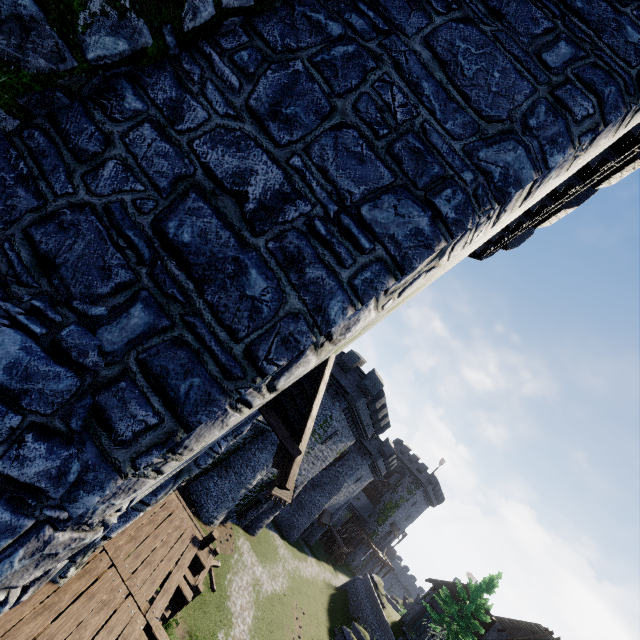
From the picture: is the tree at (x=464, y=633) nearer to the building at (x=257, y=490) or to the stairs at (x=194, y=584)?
the building at (x=257, y=490)

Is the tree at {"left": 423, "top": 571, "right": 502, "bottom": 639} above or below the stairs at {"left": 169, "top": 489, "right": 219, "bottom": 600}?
above

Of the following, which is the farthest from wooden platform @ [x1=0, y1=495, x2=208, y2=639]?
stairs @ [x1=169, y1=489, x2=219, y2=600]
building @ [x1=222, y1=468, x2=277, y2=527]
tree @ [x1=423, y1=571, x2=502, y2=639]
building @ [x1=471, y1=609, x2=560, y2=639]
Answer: tree @ [x1=423, y1=571, x2=502, y2=639]

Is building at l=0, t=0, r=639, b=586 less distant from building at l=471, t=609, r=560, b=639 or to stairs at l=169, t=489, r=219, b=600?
stairs at l=169, t=489, r=219, b=600

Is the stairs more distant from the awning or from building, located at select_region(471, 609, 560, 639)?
building, located at select_region(471, 609, 560, 639)

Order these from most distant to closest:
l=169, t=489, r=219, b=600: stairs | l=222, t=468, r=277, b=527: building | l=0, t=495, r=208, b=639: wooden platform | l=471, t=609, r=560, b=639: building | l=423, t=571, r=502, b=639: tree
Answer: l=471, t=609, r=560, b=639: building → l=423, t=571, r=502, b=639: tree → l=222, t=468, r=277, b=527: building → l=169, t=489, r=219, b=600: stairs → l=0, t=495, r=208, b=639: wooden platform

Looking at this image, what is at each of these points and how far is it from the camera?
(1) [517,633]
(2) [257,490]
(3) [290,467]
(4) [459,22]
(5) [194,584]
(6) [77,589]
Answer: (1) building, 31.31m
(2) building, 26.80m
(3) awning, 4.04m
(4) building, 3.33m
(5) stairs, 12.30m
(6) wooden platform, 4.68m

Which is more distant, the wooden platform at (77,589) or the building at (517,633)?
the building at (517,633)
